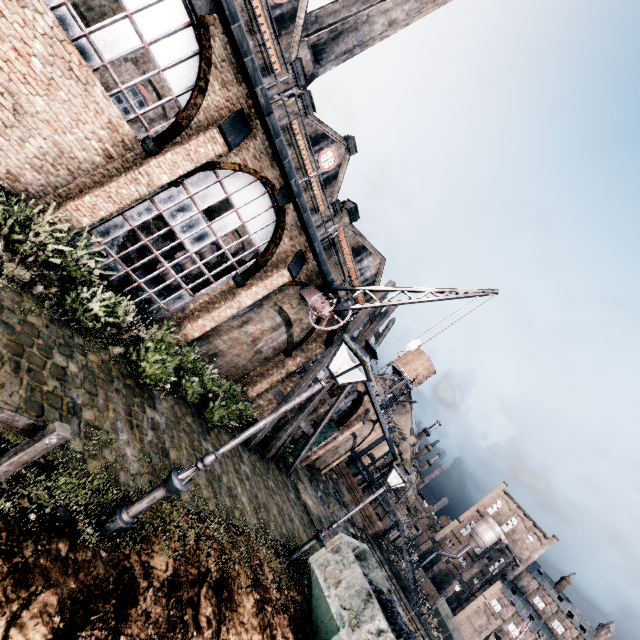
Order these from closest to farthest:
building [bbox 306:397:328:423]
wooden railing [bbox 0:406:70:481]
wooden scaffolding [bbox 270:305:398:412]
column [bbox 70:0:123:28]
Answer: wooden railing [bbox 0:406:70:481] → column [bbox 70:0:123:28] → wooden scaffolding [bbox 270:305:398:412] → building [bbox 306:397:328:423]

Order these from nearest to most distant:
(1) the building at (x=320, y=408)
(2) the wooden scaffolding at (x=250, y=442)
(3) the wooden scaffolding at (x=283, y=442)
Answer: (2) the wooden scaffolding at (x=250, y=442)
(3) the wooden scaffolding at (x=283, y=442)
(1) the building at (x=320, y=408)

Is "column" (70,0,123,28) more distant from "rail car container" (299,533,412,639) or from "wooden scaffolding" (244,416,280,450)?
"rail car container" (299,533,412,639)

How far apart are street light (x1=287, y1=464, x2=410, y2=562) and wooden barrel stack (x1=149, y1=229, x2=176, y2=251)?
13.0m

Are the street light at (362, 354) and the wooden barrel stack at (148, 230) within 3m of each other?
no

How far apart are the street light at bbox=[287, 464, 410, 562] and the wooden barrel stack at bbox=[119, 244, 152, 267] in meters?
13.0 m

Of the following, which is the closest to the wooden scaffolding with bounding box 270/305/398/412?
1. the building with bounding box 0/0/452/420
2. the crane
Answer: the building with bounding box 0/0/452/420

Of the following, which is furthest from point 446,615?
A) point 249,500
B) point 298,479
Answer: point 249,500
